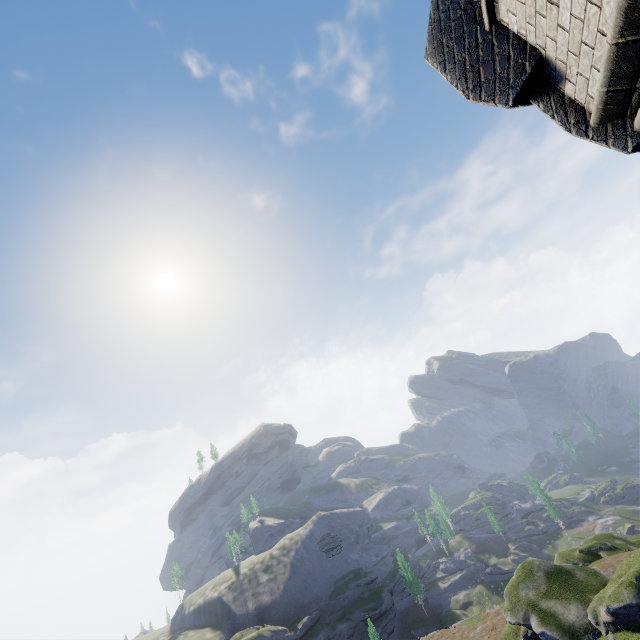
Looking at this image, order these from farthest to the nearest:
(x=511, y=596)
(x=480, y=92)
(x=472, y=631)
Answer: (x=472, y=631)
(x=511, y=596)
(x=480, y=92)
